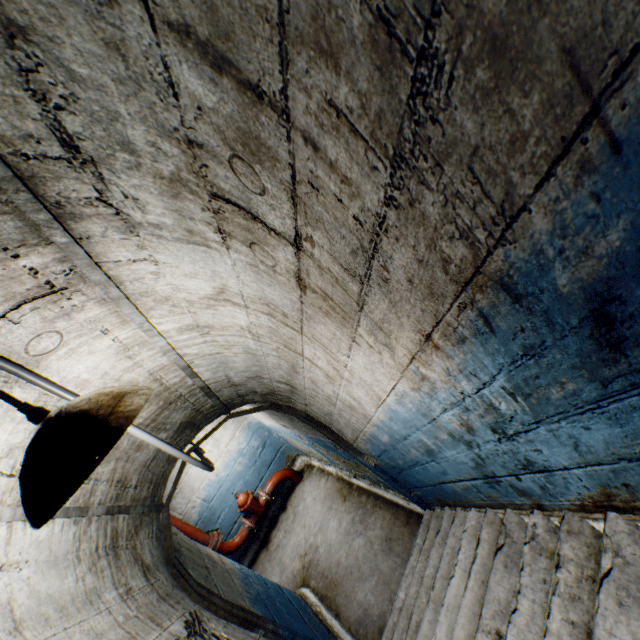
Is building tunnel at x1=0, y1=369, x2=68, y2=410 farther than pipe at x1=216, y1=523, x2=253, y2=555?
No

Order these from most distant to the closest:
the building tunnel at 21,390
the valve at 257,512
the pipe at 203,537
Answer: the valve at 257,512 → the pipe at 203,537 → the building tunnel at 21,390

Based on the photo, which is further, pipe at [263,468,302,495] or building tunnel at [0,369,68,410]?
pipe at [263,468,302,495]

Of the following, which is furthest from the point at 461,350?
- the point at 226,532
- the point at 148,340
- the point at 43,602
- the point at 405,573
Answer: the point at 226,532

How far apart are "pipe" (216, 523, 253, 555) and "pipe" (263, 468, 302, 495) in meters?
0.7 m

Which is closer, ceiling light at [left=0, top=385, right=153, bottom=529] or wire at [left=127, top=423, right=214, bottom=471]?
ceiling light at [left=0, top=385, right=153, bottom=529]

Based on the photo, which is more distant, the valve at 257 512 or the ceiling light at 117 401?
the valve at 257 512

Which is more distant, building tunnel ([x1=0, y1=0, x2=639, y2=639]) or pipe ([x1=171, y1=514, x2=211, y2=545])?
pipe ([x1=171, y1=514, x2=211, y2=545])
